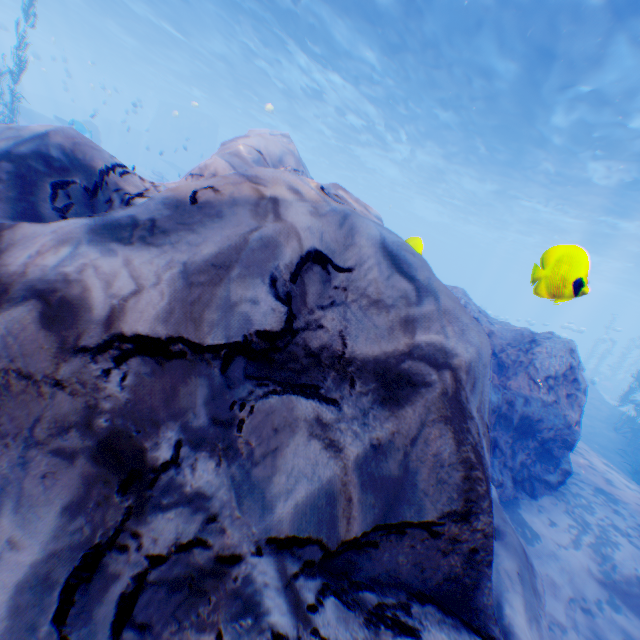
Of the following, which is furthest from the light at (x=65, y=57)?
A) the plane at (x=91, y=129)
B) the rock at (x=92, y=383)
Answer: the plane at (x=91, y=129)

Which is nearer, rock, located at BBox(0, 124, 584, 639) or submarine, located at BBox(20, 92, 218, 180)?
rock, located at BBox(0, 124, 584, 639)

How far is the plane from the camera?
12.02m

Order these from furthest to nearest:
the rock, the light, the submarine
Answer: the submarine, the light, the rock

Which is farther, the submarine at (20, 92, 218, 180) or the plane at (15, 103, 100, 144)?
the submarine at (20, 92, 218, 180)

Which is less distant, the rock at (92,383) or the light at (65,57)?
the rock at (92,383)

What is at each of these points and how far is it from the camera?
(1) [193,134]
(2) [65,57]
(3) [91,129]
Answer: (1) submarine, 42.56m
(2) light, 25.33m
(3) plane, 25.66m

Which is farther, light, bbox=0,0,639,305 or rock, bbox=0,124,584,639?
light, bbox=0,0,639,305
